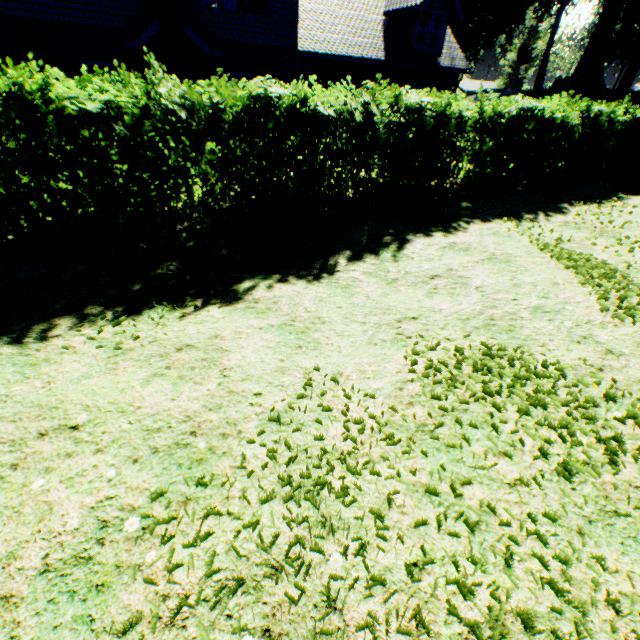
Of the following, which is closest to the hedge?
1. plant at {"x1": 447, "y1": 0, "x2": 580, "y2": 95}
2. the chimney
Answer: the chimney

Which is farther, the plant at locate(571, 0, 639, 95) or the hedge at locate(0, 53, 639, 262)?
the plant at locate(571, 0, 639, 95)

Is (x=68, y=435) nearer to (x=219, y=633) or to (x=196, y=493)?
(x=196, y=493)

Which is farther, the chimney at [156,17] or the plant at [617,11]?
the plant at [617,11]

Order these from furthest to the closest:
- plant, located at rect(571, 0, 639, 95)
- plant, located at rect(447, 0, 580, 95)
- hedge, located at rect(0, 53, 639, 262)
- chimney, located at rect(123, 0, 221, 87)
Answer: plant, located at rect(447, 0, 580, 95)
plant, located at rect(571, 0, 639, 95)
chimney, located at rect(123, 0, 221, 87)
hedge, located at rect(0, 53, 639, 262)

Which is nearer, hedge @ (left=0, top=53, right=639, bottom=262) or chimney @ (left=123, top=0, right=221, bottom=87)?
hedge @ (left=0, top=53, right=639, bottom=262)
